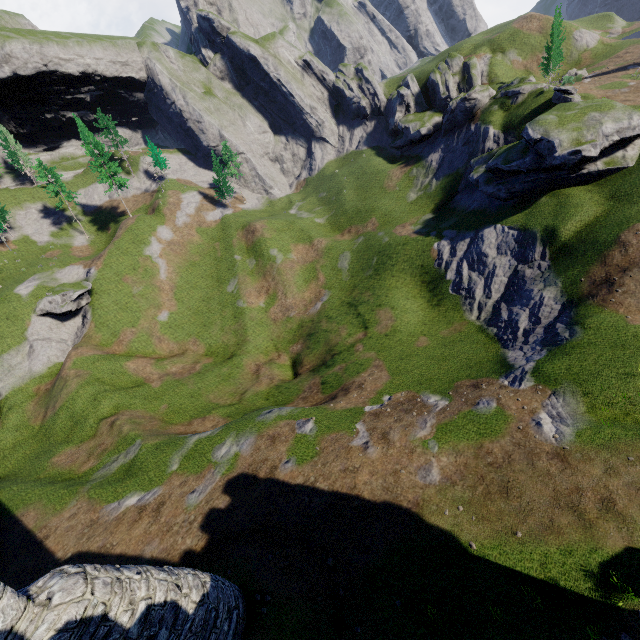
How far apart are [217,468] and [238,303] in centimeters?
3015cm
